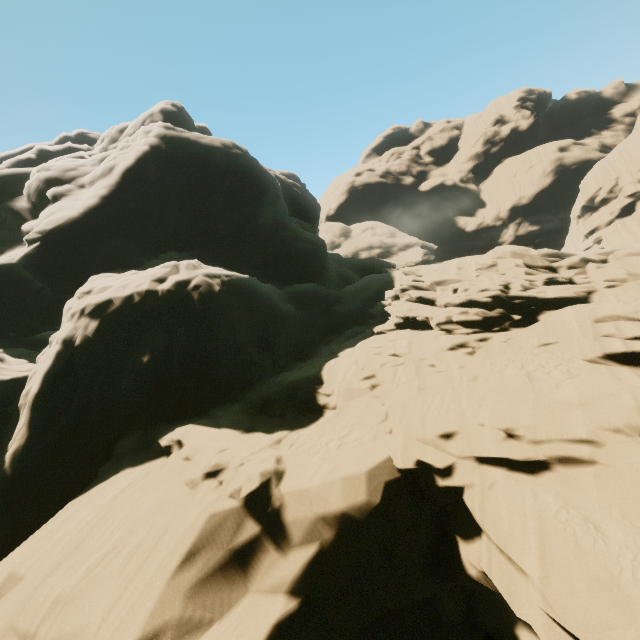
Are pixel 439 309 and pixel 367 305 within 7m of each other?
no
